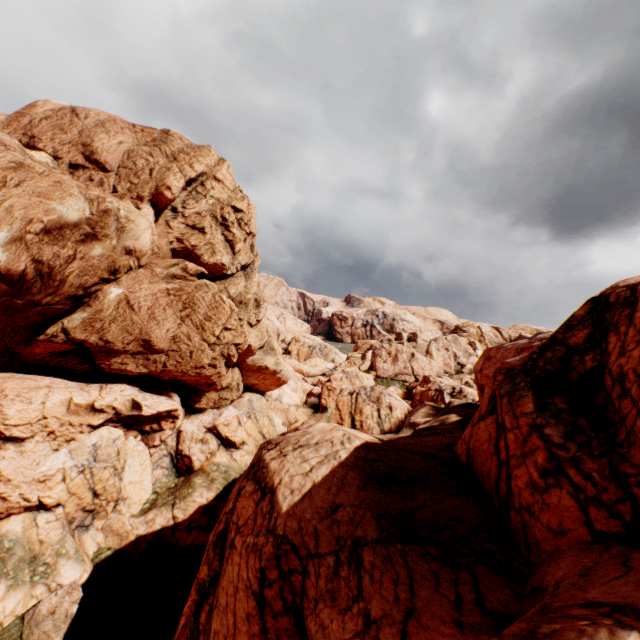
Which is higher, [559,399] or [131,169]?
[131,169]
